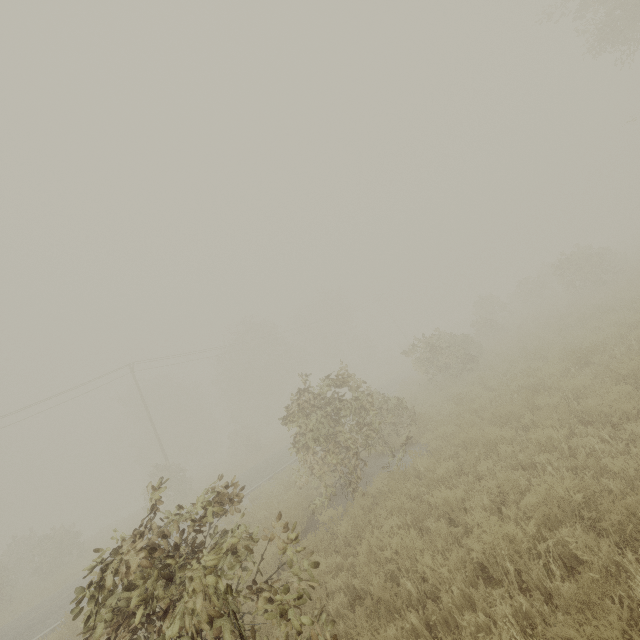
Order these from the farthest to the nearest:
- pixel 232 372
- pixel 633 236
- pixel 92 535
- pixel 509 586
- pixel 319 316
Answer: pixel 319 316
pixel 633 236
pixel 232 372
pixel 92 535
pixel 509 586

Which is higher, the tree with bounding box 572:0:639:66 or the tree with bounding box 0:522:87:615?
the tree with bounding box 572:0:639:66

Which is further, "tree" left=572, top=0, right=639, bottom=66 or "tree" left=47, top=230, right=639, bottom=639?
"tree" left=572, top=0, right=639, bottom=66

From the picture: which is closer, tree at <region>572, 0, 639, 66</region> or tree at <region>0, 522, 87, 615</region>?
tree at <region>572, 0, 639, 66</region>

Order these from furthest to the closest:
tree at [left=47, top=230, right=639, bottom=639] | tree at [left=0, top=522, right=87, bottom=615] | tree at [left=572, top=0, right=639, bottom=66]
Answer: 1. tree at [left=0, top=522, right=87, bottom=615]
2. tree at [left=572, top=0, right=639, bottom=66]
3. tree at [left=47, top=230, right=639, bottom=639]

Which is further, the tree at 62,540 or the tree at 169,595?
the tree at 62,540

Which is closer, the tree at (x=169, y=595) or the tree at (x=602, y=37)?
the tree at (x=169, y=595)
